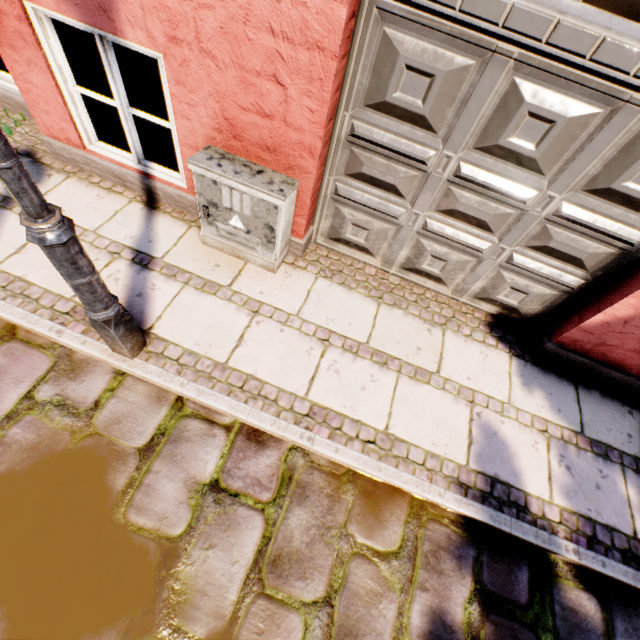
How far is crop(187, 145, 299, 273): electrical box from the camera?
2.36m

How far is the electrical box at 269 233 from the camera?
2.4 meters

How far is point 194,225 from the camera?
3.2m

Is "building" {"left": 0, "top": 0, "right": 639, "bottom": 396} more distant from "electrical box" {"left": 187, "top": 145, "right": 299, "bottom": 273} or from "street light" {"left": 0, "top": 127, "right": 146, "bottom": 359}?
"street light" {"left": 0, "top": 127, "right": 146, "bottom": 359}

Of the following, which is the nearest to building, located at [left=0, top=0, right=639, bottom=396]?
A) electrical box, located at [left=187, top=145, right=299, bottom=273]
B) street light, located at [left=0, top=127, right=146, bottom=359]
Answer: electrical box, located at [left=187, top=145, right=299, bottom=273]

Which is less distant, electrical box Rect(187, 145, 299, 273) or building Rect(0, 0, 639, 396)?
building Rect(0, 0, 639, 396)

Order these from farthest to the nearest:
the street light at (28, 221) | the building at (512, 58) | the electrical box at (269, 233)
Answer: the electrical box at (269, 233) < the building at (512, 58) < the street light at (28, 221)
